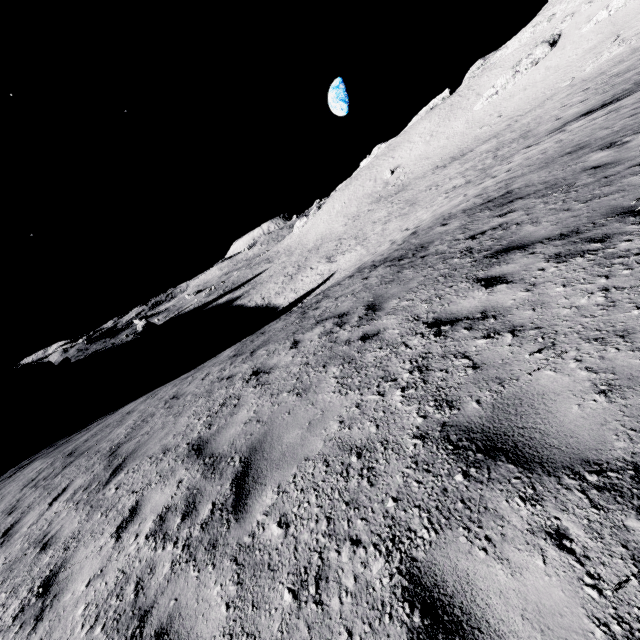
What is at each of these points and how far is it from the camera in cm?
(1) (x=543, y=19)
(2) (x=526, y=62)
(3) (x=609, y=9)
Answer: (1) stone, 5631
(2) stone, 4919
(3) stone, 4053

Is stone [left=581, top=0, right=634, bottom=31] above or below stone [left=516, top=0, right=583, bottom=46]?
below

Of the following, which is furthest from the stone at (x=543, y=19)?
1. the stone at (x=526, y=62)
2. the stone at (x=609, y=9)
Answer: the stone at (x=609, y=9)

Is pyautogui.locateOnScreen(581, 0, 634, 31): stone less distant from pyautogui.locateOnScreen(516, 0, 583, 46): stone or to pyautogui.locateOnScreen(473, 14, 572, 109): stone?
pyautogui.locateOnScreen(473, 14, 572, 109): stone

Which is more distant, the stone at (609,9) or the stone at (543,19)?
the stone at (543,19)

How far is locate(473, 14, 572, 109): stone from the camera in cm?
4788

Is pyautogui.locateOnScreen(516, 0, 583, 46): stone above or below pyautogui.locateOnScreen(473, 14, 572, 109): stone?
above
